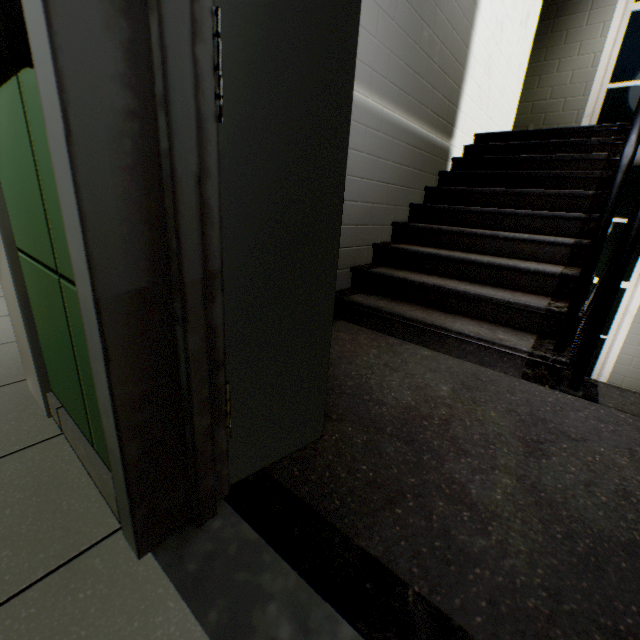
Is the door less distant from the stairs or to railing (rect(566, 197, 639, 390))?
the stairs

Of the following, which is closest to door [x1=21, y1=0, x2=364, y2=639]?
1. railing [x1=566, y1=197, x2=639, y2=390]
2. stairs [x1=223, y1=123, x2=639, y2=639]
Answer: stairs [x1=223, y1=123, x2=639, y2=639]

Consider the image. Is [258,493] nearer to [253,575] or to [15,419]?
[253,575]

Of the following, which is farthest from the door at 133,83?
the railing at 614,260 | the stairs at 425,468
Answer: the railing at 614,260

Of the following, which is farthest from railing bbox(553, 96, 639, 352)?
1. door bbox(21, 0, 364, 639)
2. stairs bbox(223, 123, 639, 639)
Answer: door bbox(21, 0, 364, 639)

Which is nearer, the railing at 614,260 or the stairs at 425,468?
the stairs at 425,468
